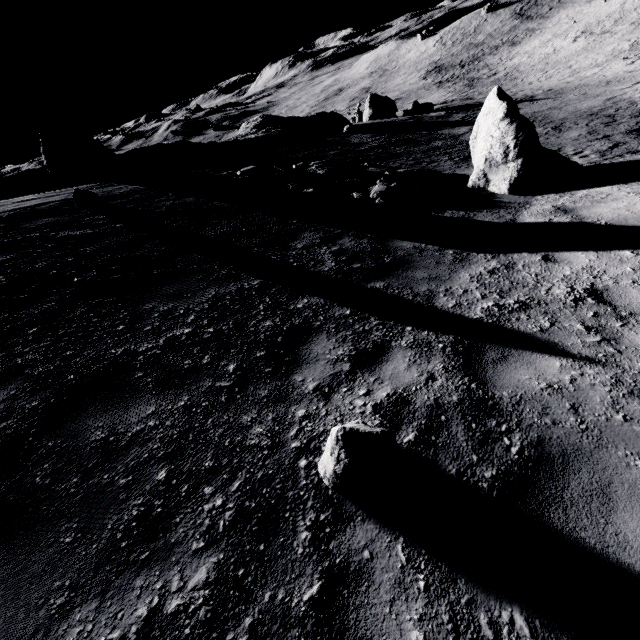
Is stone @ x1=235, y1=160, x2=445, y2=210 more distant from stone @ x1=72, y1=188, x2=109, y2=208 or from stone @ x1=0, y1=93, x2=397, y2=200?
stone @ x1=0, y1=93, x2=397, y2=200

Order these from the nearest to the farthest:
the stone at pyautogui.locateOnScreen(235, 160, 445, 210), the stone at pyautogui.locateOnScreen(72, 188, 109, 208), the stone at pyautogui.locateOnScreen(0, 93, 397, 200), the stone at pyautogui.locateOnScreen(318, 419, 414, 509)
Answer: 1. the stone at pyautogui.locateOnScreen(318, 419, 414, 509)
2. the stone at pyautogui.locateOnScreen(72, 188, 109, 208)
3. the stone at pyautogui.locateOnScreen(235, 160, 445, 210)
4. the stone at pyautogui.locateOnScreen(0, 93, 397, 200)

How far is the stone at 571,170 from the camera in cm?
888

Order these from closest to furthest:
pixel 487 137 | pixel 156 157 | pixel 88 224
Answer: pixel 88 224 → pixel 487 137 → pixel 156 157

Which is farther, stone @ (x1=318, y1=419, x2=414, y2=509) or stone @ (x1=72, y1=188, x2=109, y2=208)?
stone @ (x1=72, y1=188, x2=109, y2=208)

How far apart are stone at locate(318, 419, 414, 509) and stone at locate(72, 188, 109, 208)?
9.61m

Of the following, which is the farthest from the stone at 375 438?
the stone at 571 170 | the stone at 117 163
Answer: the stone at 117 163
